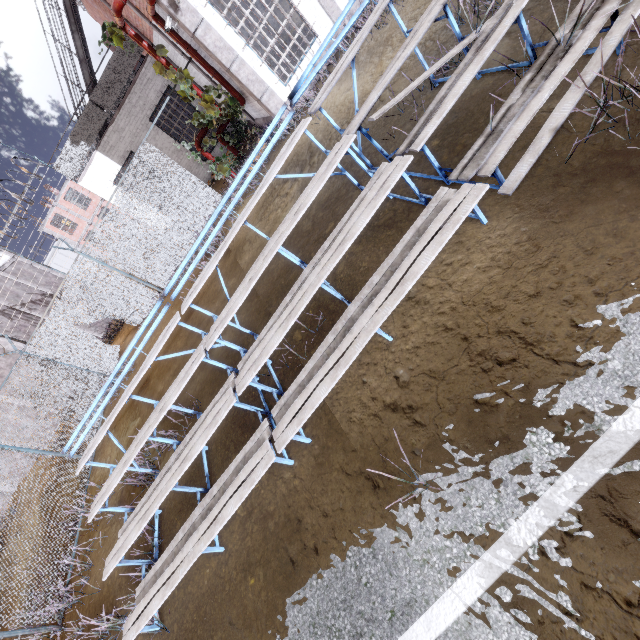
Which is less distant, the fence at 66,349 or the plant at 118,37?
the plant at 118,37

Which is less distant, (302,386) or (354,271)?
(302,386)

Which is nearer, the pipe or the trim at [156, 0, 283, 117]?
the pipe

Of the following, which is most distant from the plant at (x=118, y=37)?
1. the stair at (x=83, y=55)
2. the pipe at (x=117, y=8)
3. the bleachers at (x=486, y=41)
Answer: the bleachers at (x=486, y=41)

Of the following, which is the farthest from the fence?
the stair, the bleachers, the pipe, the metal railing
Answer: the bleachers

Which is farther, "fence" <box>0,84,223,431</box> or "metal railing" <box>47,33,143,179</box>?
"metal railing" <box>47,33,143,179</box>

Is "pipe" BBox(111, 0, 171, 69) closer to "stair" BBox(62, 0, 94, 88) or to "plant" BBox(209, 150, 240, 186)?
"plant" BBox(209, 150, 240, 186)

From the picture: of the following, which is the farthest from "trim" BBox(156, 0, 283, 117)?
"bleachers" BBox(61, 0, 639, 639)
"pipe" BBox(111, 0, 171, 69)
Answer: "bleachers" BBox(61, 0, 639, 639)
